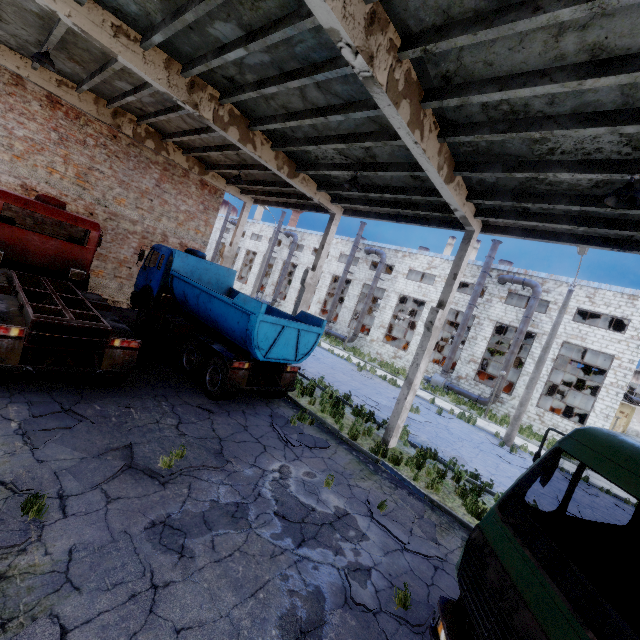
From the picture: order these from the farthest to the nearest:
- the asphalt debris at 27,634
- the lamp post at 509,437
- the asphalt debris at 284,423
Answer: the lamp post at 509,437, the asphalt debris at 284,423, the asphalt debris at 27,634

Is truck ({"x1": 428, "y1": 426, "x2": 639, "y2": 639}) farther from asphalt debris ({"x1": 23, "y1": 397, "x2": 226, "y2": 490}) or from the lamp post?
the lamp post

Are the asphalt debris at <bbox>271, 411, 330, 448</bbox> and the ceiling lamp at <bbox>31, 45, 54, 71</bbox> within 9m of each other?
no

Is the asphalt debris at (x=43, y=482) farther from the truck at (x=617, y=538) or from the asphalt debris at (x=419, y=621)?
the asphalt debris at (x=419, y=621)

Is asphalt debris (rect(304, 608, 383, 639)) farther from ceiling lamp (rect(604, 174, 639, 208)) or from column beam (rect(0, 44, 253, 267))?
column beam (rect(0, 44, 253, 267))

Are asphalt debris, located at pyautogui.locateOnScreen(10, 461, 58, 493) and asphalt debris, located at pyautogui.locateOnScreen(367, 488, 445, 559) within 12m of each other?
yes

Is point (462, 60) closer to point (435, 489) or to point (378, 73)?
point (378, 73)

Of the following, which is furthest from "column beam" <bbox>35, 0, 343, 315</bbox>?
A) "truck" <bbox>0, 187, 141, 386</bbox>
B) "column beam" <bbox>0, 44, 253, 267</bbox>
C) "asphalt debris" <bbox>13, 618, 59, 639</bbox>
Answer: "asphalt debris" <bbox>13, 618, 59, 639</bbox>
